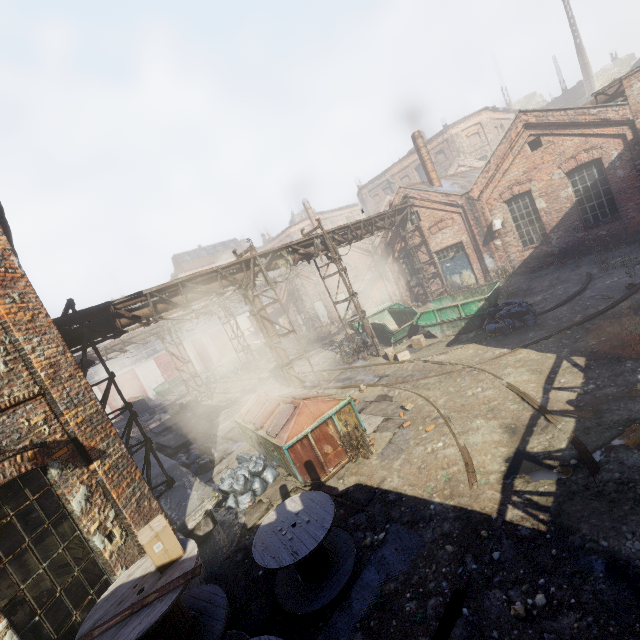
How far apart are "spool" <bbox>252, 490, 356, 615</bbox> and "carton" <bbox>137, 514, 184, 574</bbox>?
1.2m

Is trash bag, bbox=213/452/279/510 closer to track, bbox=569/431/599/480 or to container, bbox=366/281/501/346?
track, bbox=569/431/599/480

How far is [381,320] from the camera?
18.5 meters

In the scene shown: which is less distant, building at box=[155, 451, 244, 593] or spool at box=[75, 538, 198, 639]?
spool at box=[75, 538, 198, 639]

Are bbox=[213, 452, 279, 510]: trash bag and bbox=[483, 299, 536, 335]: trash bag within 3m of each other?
no

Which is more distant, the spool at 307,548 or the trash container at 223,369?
the trash container at 223,369

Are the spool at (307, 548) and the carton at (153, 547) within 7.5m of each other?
yes

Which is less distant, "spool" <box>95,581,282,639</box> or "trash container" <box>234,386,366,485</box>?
"spool" <box>95,581,282,639</box>
